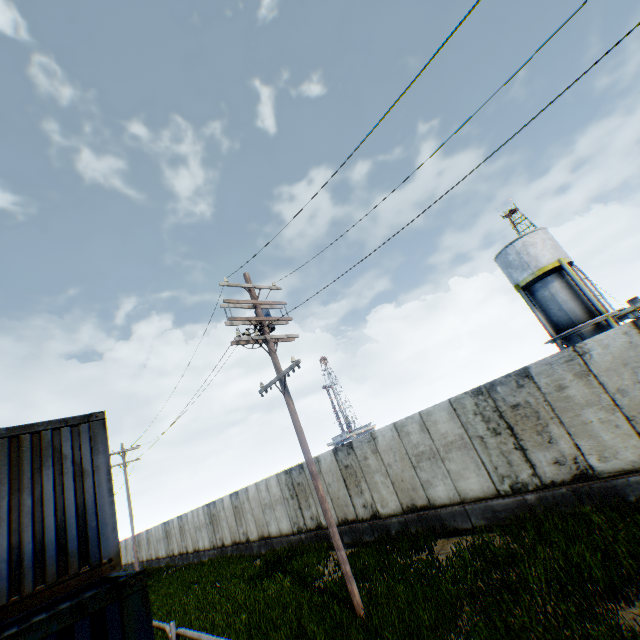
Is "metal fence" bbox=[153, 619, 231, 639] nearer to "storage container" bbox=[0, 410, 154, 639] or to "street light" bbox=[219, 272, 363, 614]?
"storage container" bbox=[0, 410, 154, 639]

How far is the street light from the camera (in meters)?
7.76

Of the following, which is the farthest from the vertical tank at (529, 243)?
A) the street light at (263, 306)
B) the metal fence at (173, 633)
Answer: the metal fence at (173, 633)

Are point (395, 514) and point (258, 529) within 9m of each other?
no

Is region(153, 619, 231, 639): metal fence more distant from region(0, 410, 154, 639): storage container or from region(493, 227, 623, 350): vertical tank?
region(493, 227, 623, 350): vertical tank

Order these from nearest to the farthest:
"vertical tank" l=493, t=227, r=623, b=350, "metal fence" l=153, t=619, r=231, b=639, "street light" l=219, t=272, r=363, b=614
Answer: "metal fence" l=153, t=619, r=231, b=639 < "street light" l=219, t=272, r=363, b=614 < "vertical tank" l=493, t=227, r=623, b=350

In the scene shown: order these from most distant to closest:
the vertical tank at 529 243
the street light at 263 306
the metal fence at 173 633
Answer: the vertical tank at 529 243 → the street light at 263 306 → the metal fence at 173 633

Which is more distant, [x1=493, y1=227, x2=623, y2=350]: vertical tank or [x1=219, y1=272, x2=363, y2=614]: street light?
[x1=493, y1=227, x2=623, y2=350]: vertical tank
